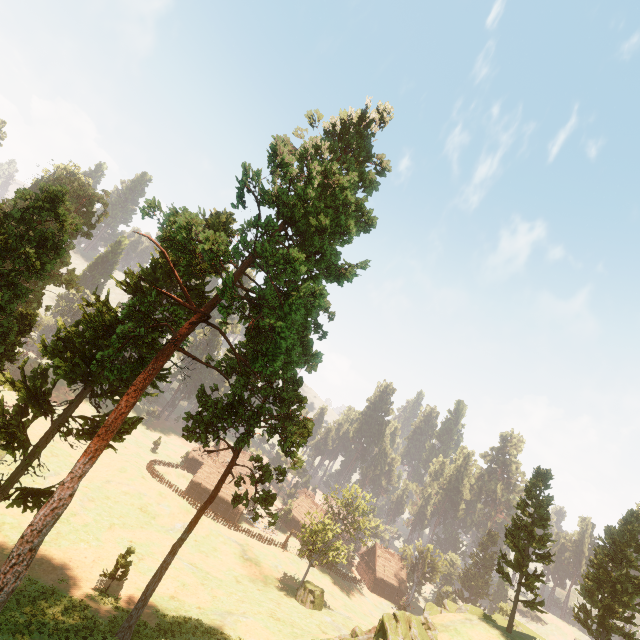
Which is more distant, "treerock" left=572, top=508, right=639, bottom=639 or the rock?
"treerock" left=572, top=508, right=639, bottom=639

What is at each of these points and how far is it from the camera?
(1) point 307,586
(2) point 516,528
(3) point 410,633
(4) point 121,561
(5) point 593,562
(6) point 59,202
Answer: (1) treerock, 42.4 meters
(2) treerock, 34.7 meters
(3) rock, 26.2 meters
(4) treerock, 27.3 meters
(5) treerock, 35.9 meters
(6) treerock, 24.0 meters

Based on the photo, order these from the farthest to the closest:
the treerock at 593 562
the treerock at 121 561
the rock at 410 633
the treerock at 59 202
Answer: the treerock at 593 562 < the treerock at 121 561 < the rock at 410 633 < the treerock at 59 202

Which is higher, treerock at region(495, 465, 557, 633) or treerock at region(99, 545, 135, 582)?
treerock at region(495, 465, 557, 633)

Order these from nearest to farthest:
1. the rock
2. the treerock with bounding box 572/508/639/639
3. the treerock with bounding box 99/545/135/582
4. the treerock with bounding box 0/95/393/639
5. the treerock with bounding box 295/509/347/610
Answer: the treerock with bounding box 0/95/393/639 → the rock → the treerock with bounding box 99/545/135/582 → the treerock with bounding box 572/508/639/639 → the treerock with bounding box 295/509/347/610

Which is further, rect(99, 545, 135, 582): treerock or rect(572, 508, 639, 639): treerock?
rect(572, 508, 639, 639): treerock

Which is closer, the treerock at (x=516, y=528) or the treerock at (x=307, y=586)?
the treerock at (x=516, y=528)
